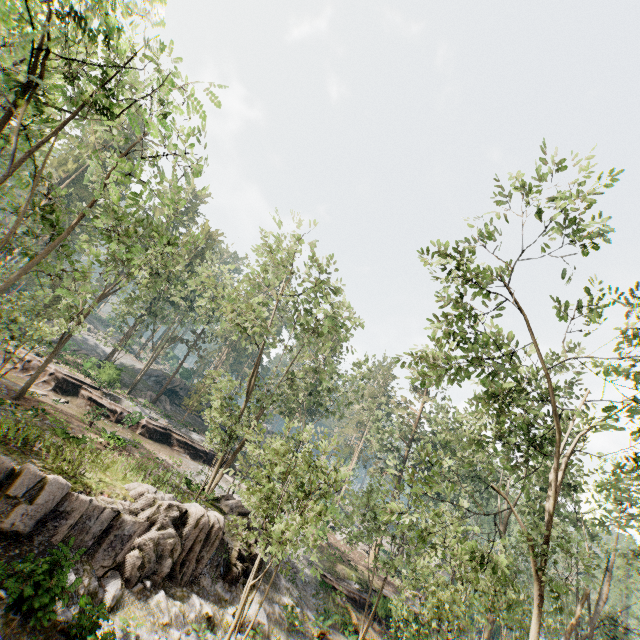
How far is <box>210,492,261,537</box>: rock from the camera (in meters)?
20.44

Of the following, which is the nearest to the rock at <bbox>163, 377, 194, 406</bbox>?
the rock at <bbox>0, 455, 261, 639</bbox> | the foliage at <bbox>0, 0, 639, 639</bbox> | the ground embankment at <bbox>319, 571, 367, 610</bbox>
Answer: the foliage at <bbox>0, 0, 639, 639</bbox>

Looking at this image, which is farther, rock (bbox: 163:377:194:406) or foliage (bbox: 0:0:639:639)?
rock (bbox: 163:377:194:406)

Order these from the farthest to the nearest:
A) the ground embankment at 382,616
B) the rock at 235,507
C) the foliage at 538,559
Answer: the ground embankment at 382,616 < the rock at 235,507 < the foliage at 538,559

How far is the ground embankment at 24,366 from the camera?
27.7 meters

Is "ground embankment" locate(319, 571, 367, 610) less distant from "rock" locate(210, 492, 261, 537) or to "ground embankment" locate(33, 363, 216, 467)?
"rock" locate(210, 492, 261, 537)

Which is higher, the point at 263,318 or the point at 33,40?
the point at 263,318

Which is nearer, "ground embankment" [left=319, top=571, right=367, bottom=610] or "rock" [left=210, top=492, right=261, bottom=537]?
"rock" [left=210, top=492, right=261, bottom=537]
